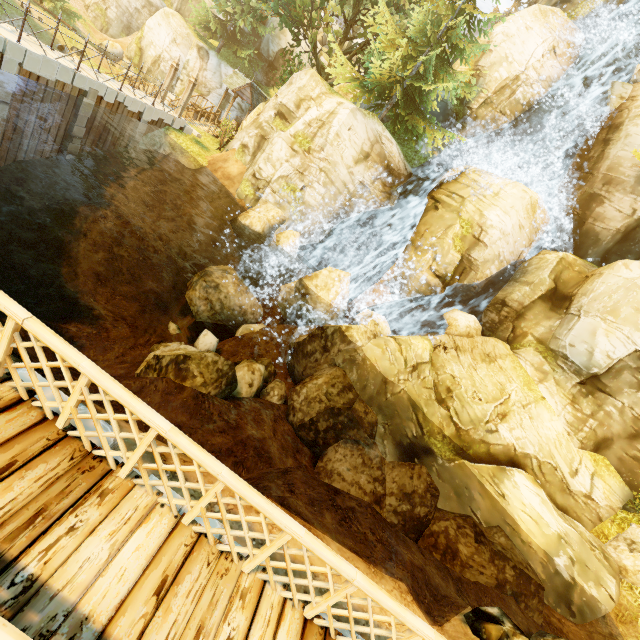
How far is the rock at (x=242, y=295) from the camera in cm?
1611

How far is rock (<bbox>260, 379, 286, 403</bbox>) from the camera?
12.72m

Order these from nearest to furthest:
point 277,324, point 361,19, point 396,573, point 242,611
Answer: point 242,611 → point 396,573 → point 277,324 → point 361,19

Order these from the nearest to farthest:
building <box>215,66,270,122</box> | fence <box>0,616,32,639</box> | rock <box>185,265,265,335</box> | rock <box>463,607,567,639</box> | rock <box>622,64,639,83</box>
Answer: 1. fence <box>0,616,32,639</box>
2. rock <box>463,607,567,639</box>
3. rock <box>185,265,265,335</box>
4. rock <box>622,64,639,83</box>
5. building <box>215,66,270,122</box>

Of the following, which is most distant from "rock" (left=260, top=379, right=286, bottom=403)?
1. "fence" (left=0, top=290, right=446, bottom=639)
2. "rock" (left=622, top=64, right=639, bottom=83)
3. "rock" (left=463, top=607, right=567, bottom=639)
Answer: "rock" (left=622, top=64, right=639, bottom=83)

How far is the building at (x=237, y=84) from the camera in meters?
26.5

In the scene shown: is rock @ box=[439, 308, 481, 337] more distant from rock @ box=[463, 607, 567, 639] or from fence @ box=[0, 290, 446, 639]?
fence @ box=[0, 290, 446, 639]

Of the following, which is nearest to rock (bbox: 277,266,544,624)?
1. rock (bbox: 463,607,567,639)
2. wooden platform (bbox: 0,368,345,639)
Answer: rock (bbox: 463,607,567,639)
